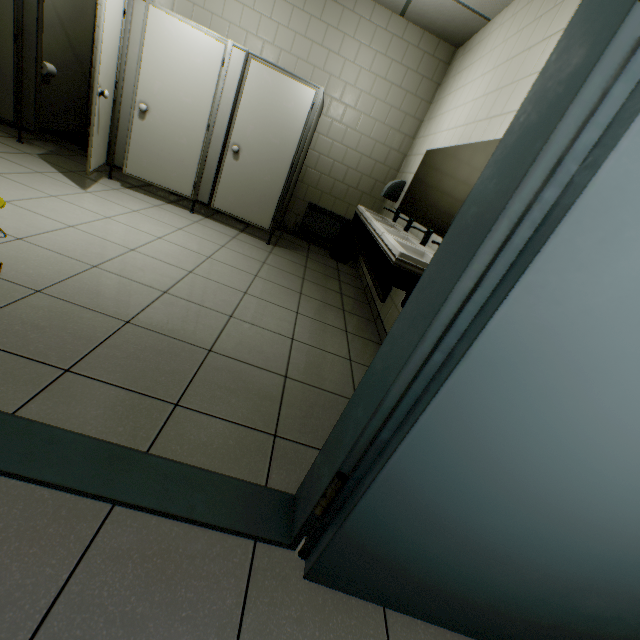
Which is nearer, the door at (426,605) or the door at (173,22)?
the door at (426,605)

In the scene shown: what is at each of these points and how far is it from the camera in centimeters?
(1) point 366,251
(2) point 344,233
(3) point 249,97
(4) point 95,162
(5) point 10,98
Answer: (1) sink, 272cm
(2) garbage can, 513cm
(3) door, 376cm
(4) door, 355cm
(5) door, 379cm

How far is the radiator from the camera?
5.35m

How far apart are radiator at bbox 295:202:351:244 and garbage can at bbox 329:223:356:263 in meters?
0.2 m

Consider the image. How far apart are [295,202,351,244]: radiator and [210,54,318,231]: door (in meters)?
1.13

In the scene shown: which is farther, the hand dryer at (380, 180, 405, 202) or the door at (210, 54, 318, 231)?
the hand dryer at (380, 180, 405, 202)

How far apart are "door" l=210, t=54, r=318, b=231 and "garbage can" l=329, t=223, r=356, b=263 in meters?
1.3

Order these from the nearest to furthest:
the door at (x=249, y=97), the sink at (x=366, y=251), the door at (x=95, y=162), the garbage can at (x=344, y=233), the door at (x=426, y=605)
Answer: the door at (x=426, y=605), the sink at (x=366, y=251), the door at (x=95, y=162), the door at (x=249, y=97), the garbage can at (x=344, y=233)
